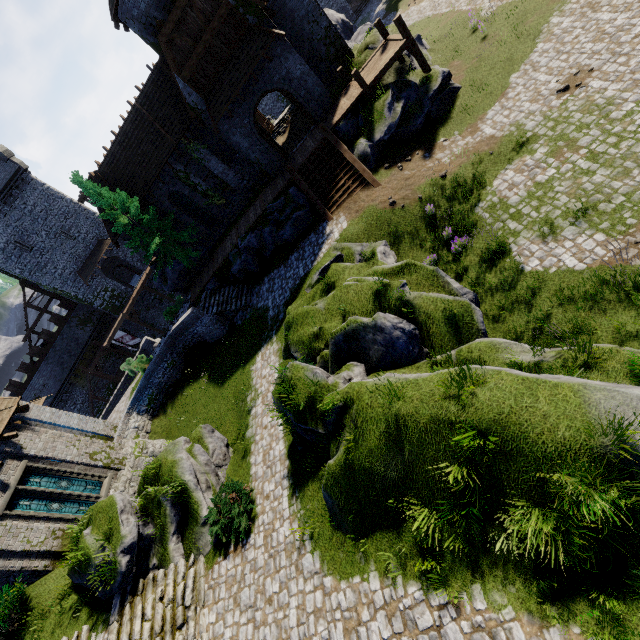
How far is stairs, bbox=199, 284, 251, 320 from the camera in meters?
21.1

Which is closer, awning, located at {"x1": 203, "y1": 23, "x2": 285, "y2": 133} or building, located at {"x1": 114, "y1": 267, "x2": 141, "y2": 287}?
awning, located at {"x1": 203, "y1": 23, "x2": 285, "y2": 133}

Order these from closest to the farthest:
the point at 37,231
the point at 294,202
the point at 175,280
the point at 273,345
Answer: the point at 273,345
the point at 294,202
the point at 175,280
the point at 37,231

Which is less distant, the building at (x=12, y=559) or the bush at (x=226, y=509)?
the bush at (x=226, y=509)

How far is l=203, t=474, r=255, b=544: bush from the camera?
10.84m

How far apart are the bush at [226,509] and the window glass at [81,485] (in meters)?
8.67

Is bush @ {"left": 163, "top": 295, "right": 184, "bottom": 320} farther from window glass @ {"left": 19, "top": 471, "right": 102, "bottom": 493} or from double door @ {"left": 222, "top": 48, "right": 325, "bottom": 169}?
double door @ {"left": 222, "top": 48, "right": 325, "bottom": 169}

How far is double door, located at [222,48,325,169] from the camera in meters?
18.5 m
